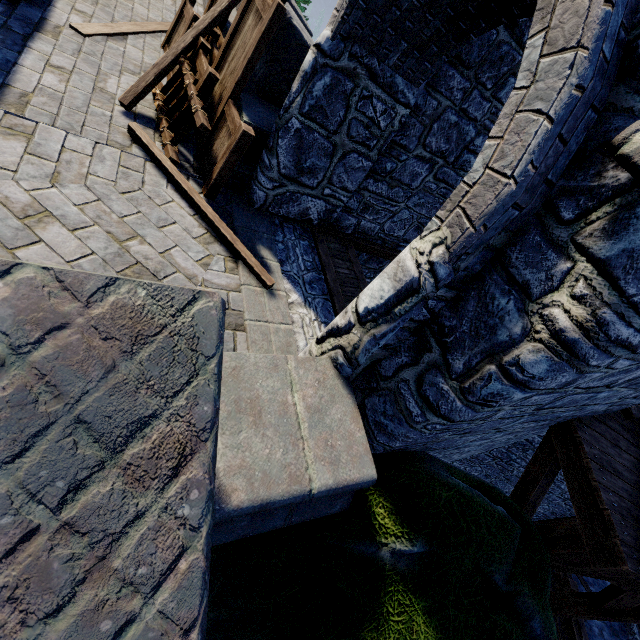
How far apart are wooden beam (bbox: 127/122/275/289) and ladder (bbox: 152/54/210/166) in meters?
0.1

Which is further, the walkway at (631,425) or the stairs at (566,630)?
the stairs at (566,630)

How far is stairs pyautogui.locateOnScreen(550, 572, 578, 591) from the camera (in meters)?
9.39

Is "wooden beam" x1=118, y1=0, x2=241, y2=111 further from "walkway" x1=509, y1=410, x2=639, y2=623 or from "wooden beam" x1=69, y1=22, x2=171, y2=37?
"walkway" x1=509, y1=410, x2=639, y2=623

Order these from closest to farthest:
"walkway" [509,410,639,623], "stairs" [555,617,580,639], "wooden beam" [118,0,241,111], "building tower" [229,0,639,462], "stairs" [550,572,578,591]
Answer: "building tower" [229,0,639,462] < "walkway" [509,410,639,623] < "wooden beam" [118,0,241,111] < "stairs" [555,617,580,639] < "stairs" [550,572,578,591]

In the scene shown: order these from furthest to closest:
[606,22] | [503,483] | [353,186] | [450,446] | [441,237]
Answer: [503,483] < [353,186] < [450,446] < [441,237] < [606,22]

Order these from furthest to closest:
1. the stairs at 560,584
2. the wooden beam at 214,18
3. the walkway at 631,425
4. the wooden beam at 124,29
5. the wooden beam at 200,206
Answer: the stairs at 560,584 < the wooden beam at 124,29 < the wooden beam at 214,18 < the wooden beam at 200,206 < the walkway at 631,425

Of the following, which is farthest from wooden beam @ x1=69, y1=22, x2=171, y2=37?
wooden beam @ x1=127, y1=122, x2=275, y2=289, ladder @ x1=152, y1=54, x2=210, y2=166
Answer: wooden beam @ x1=127, y1=122, x2=275, y2=289
